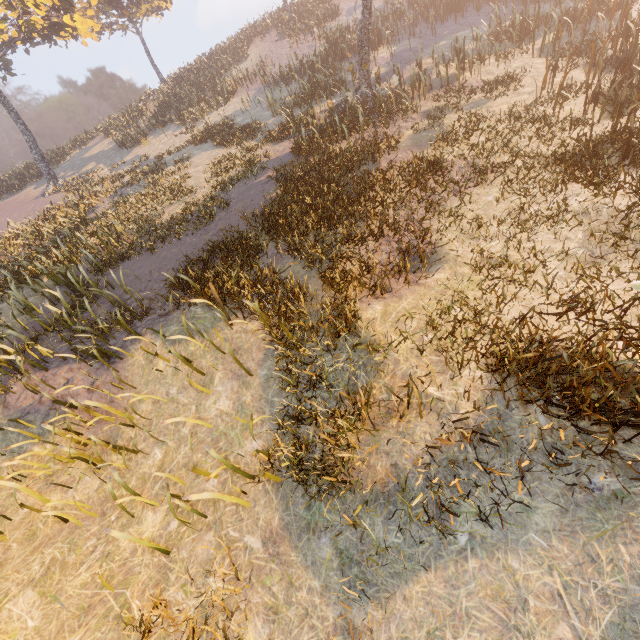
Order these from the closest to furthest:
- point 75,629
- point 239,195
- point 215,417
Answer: point 75,629
point 215,417
point 239,195
